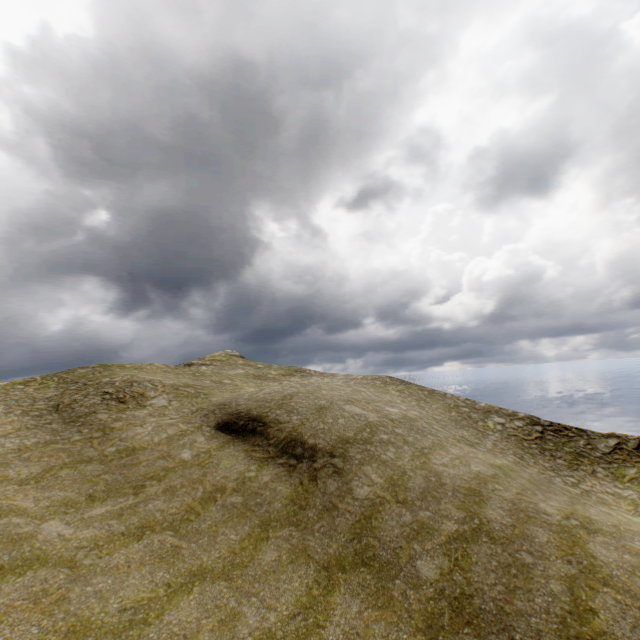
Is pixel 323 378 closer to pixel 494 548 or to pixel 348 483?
pixel 348 483
